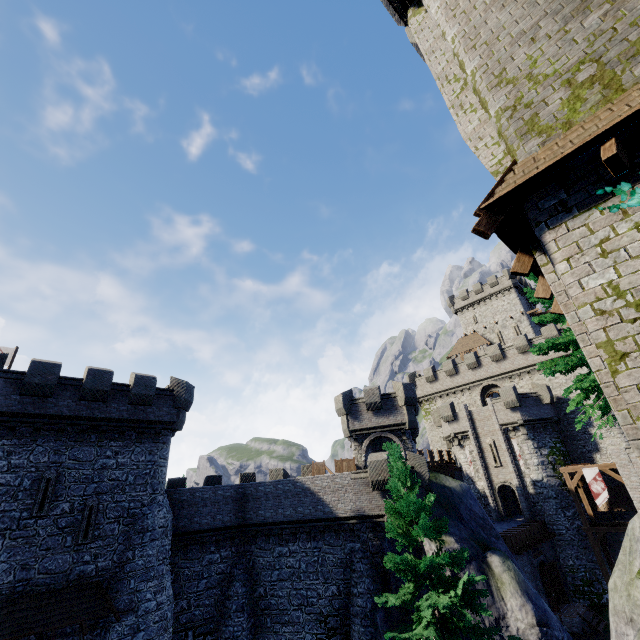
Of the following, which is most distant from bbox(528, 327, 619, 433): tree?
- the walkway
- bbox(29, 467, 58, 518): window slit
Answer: bbox(29, 467, 58, 518): window slit

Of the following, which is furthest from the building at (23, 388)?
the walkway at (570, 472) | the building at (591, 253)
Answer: the walkway at (570, 472)

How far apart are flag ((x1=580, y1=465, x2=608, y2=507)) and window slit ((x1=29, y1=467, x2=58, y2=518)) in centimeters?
3655cm

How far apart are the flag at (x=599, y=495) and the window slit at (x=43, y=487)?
36.5 meters

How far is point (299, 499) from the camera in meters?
22.0

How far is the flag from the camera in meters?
25.0 m

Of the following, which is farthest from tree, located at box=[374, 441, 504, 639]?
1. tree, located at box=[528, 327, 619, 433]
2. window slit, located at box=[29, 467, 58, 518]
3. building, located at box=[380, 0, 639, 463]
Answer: window slit, located at box=[29, 467, 58, 518]

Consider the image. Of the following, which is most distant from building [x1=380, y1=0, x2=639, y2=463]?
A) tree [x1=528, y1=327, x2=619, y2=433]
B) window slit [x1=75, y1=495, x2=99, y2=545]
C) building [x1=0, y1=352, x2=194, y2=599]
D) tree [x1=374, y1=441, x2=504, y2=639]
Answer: window slit [x1=75, y1=495, x2=99, y2=545]
